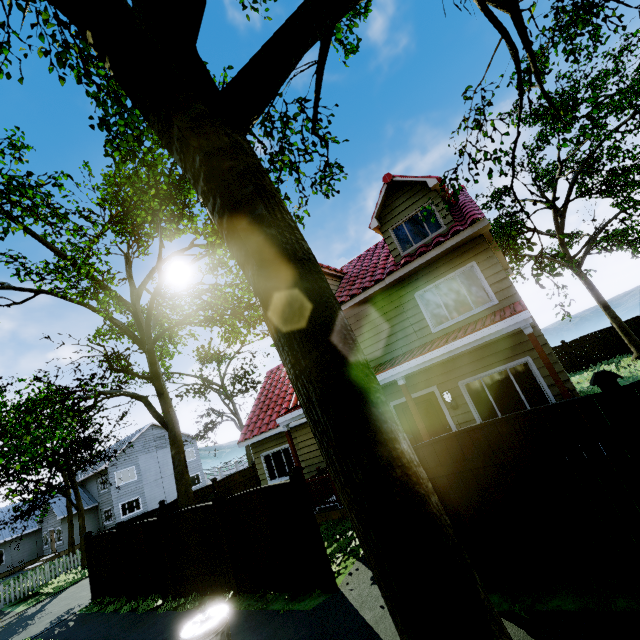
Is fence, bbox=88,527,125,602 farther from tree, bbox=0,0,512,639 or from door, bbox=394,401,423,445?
door, bbox=394,401,423,445

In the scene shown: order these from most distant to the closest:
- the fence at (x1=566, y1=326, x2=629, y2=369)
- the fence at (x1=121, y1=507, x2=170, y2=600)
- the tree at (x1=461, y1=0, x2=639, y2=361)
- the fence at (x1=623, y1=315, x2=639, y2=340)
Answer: the fence at (x1=566, y1=326, x2=629, y2=369) < the fence at (x1=623, y1=315, x2=639, y2=340) < the fence at (x1=121, y1=507, x2=170, y2=600) < the tree at (x1=461, y1=0, x2=639, y2=361)

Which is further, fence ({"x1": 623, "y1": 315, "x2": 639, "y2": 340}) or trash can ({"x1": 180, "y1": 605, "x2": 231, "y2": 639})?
fence ({"x1": 623, "y1": 315, "x2": 639, "y2": 340})

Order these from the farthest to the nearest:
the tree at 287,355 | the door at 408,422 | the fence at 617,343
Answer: the fence at 617,343, the door at 408,422, the tree at 287,355

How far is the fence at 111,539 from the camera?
10.7 meters

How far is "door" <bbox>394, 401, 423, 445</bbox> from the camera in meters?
10.2

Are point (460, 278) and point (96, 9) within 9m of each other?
no

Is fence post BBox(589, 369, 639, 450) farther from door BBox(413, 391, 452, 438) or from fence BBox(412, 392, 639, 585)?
door BBox(413, 391, 452, 438)
